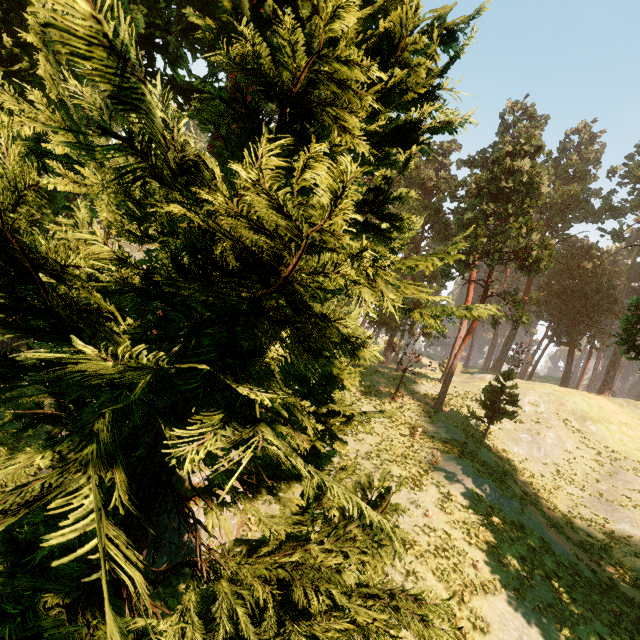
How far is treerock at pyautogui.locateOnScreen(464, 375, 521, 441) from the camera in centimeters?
2405cm

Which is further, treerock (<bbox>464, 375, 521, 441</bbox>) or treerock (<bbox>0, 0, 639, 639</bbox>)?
treerock (<bbox>464, 375, 521, 441</bbox>)

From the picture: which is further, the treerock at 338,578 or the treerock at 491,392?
the treerock at 491,392

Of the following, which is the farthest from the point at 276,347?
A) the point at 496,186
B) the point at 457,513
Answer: the point at 496,186

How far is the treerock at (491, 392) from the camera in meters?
24.0 m
